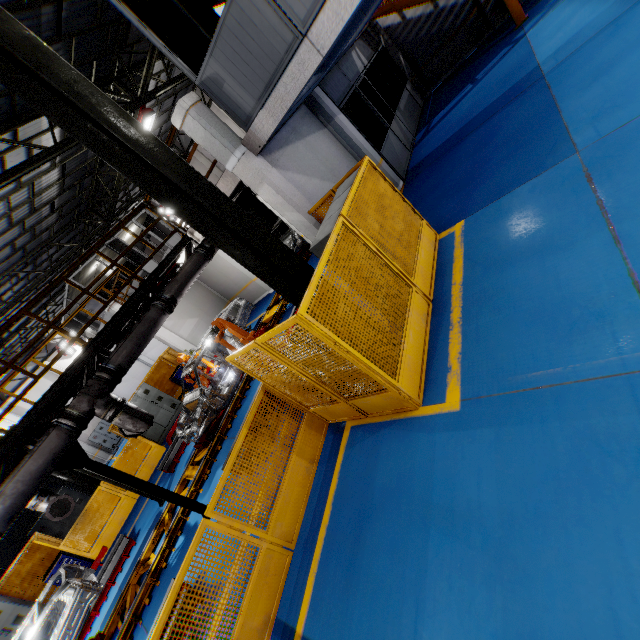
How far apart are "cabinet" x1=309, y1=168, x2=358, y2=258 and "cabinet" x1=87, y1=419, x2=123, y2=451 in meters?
27.8

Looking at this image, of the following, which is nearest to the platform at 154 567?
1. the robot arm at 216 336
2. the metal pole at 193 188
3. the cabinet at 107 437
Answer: the robot arm at 216 336

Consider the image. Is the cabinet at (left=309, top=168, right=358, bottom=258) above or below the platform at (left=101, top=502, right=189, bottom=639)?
above

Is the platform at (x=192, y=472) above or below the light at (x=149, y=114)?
below

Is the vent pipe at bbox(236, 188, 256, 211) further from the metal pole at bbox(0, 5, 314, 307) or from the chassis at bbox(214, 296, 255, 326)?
the metal pole at bbox(0, 5, 314, 307)

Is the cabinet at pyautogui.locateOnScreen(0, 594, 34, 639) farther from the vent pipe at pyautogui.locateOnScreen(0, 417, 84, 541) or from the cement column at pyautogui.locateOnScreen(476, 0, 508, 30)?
the cement column at pyautogui.locateOnScreen(476, 0, 508, 30)

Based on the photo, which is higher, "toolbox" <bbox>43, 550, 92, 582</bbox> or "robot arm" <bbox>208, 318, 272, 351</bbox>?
"robot arm" <bbox>208, 318, 272, 351</bbox>

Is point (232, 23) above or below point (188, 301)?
above
